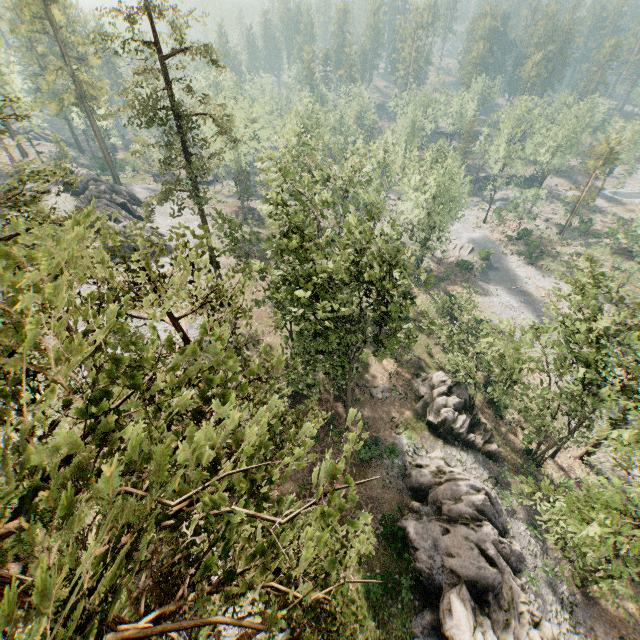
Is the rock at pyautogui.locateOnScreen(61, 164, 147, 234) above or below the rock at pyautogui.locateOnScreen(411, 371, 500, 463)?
above

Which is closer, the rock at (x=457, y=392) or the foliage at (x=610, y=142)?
the rock at (x=457, y=392)

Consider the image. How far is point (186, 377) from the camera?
4.17m

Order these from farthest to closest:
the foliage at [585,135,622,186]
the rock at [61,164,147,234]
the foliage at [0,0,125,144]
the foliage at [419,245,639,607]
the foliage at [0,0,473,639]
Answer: the foliage at [585,135,622,186]
the rock at [61,164,147,234]
the foliage at [0,0,125,144]
the foliage at [419,245,639,607]
the foliage at [0,0,473,639]

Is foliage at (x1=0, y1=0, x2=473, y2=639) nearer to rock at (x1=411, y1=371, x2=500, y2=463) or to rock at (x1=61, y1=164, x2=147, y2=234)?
rock at (x1=61, y1=164, x2=147, y2=234)

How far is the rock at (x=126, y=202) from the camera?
44.3 meters
